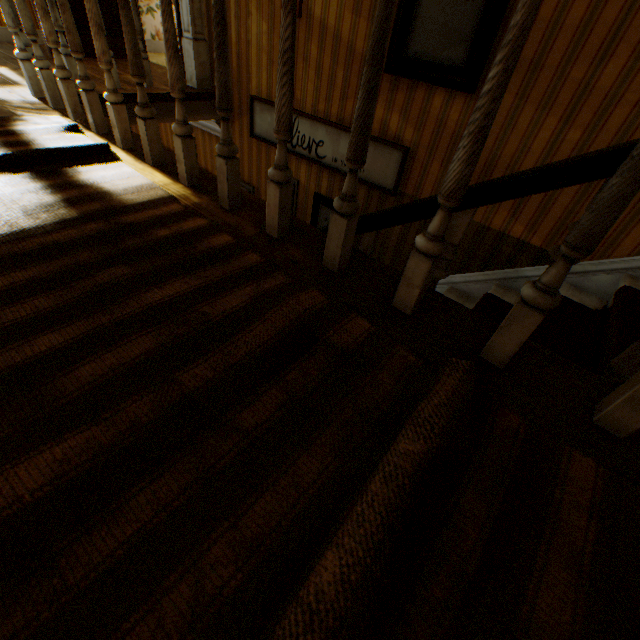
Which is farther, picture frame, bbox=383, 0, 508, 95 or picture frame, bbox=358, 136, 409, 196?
picture frame, bbox=358, 136, 409, 196

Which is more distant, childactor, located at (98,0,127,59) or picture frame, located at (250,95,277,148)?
childactor, located at (98,0,127,59)

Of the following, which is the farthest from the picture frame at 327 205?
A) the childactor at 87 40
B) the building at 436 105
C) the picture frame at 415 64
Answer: the childactor at 87 40

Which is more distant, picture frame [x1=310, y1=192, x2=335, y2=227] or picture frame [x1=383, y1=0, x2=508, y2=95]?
picture frame [x1=310, y1=192, x2=335, y2=227]

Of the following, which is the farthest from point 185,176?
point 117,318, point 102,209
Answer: point 117,318

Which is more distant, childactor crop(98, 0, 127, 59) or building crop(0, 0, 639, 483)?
childactor crop(98, 0, 127, 59)

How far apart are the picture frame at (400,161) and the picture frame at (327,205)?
0.3m

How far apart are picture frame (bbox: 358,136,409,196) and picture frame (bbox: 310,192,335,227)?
0.3m
